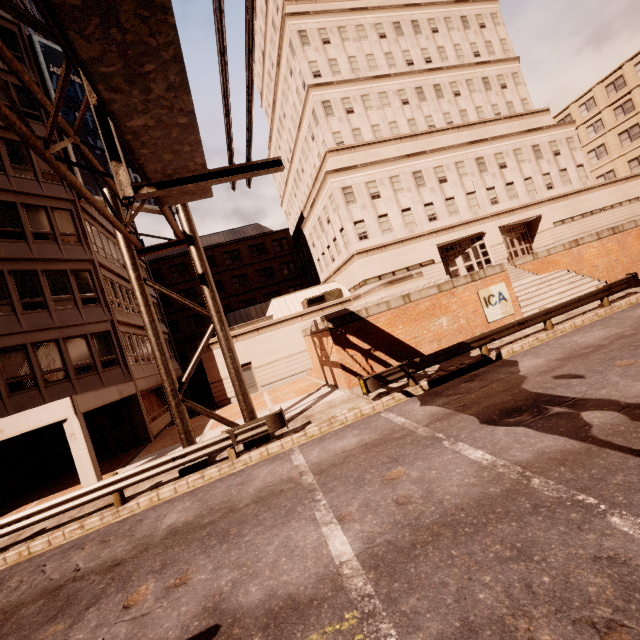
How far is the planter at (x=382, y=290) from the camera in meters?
16.8

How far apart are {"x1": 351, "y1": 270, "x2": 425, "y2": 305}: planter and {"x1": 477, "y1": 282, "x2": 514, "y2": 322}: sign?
2.6m

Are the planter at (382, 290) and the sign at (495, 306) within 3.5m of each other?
yes

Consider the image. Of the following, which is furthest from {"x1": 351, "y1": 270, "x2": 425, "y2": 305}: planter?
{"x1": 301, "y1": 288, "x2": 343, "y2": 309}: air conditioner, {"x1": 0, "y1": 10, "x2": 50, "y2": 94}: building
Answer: {"x1": 0, "y1": 10, "x2": 50, "y2": 94}: building

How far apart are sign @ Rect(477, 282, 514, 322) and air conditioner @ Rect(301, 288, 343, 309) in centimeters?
1267cm

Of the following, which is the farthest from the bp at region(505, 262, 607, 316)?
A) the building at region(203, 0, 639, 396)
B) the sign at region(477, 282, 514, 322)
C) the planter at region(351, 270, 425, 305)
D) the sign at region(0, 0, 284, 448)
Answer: the sign at region(0, 0, 284, 448)

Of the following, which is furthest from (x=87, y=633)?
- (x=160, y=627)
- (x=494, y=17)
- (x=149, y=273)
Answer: (x=494, y=17)

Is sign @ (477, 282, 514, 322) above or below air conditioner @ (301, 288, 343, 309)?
below
